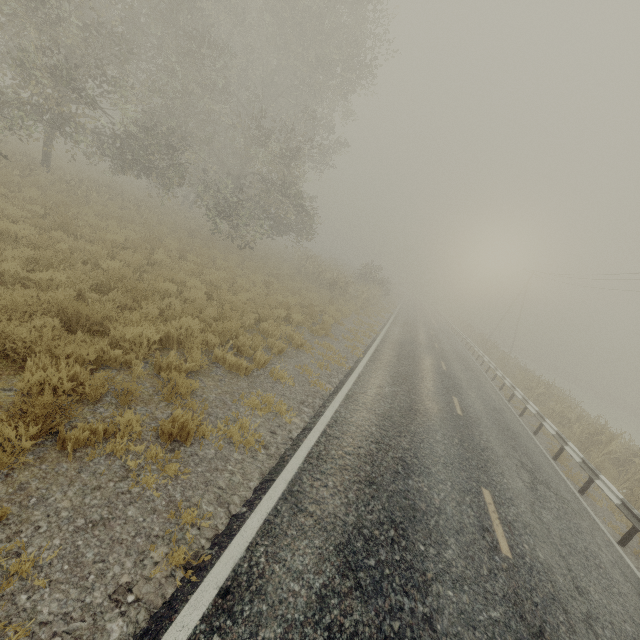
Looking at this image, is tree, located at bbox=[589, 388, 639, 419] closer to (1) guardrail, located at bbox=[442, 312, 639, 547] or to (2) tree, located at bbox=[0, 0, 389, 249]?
(2) tree, located at bbox=[0, 0, 389, 249]

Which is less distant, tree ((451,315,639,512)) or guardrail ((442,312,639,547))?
guardrail ((442,312,639,547))

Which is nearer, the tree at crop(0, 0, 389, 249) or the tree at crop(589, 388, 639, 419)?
the tree at crop(0, 0, 389, 249)

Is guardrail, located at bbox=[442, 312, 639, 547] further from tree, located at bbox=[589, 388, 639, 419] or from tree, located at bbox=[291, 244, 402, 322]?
tree, located at bbox=[589, 388, 639, 419]

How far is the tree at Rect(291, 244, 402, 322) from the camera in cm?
2266

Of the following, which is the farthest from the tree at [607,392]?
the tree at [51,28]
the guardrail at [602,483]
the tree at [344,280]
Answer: the tree at [344,280]

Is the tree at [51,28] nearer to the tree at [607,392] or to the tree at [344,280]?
the tree at [344,280]

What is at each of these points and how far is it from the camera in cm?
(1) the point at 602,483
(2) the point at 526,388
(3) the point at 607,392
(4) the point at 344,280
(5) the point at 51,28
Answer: (1) guardrail, 906
(2) tree, 2064
(3) tree, 5878
(4) tree, 2314
(5) tree, 1109
